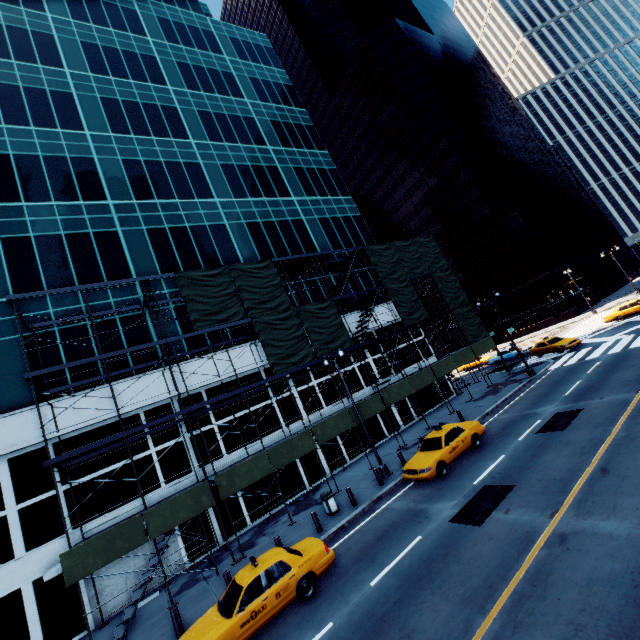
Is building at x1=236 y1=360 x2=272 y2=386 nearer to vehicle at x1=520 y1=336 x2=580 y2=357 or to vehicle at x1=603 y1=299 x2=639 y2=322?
vehicle at x1=520 y1=336 x2=580 y2=357

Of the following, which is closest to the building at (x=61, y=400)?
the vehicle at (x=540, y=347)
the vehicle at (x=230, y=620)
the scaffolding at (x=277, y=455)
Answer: the scaffolding at (x=277, y=455)

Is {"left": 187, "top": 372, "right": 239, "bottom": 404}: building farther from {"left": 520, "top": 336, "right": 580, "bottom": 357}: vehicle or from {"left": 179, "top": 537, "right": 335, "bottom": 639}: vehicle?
{"left": 520, "top": 336, "right": 580, "bottom": 357}: vehicle

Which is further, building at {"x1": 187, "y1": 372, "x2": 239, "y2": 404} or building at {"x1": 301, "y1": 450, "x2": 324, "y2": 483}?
building at {"x1": 301, "y1": 450, "x2": 324, "y2": 483}

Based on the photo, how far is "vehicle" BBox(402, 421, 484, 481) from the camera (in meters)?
14.55

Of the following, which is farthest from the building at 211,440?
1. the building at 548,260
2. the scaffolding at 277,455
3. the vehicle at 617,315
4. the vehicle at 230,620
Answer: the building at 548,260

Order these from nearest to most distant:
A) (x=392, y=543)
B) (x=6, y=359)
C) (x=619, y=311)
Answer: (x=392, y=543), (x=6, y=359), (x=619, y=311)

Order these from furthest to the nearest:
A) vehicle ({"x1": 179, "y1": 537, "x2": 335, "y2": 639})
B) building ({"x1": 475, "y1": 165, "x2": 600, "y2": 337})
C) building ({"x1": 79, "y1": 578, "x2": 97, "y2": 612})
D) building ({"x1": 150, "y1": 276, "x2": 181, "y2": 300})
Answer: building ({"x1": 475, "y1": 165, "x2": 600, "y2": 337}) < building ({"x1": 150, "y1": 276, "x2": 181, "y2": 300}) < building ({"x1": 79, "y1": 578, "x2": 97, "y2": 612}) < vehicle ({"x1": 179, "y1": 537, "x2": 335, "y2": 639})
